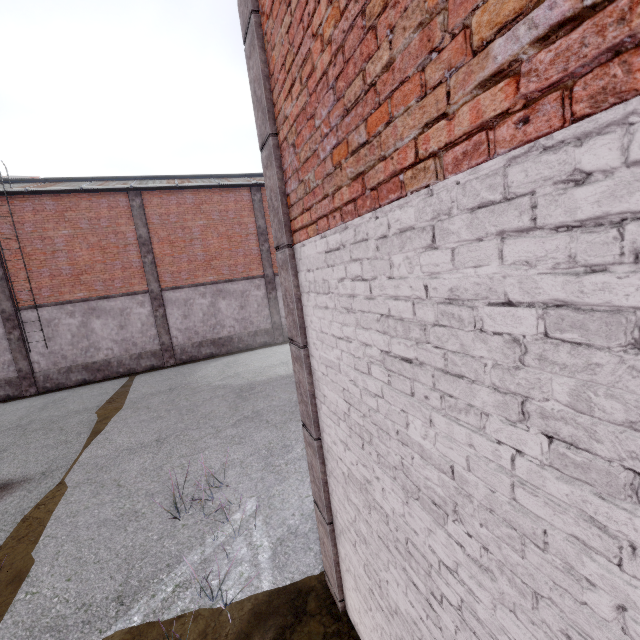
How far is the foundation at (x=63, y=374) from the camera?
15.1 meters

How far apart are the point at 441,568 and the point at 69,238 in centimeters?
1886cm

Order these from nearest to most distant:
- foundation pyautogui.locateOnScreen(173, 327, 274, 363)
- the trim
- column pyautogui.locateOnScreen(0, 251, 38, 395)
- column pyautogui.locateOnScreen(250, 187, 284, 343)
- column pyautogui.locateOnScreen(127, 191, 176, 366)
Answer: the trim
column pyautogui.locateOnScreen(0, 251, 38, 395)
column pyautogui.locateOnScreen(127, 191, 176, 366)
foundation pyautogui.locateOnScreen(173, 327, 274, 363)
column pyautogui.locateOnScreen(250, 187, 284, 343)

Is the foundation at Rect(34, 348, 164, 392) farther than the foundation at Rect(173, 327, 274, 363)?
No

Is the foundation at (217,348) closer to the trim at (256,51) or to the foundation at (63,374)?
the foundation at (63,374)

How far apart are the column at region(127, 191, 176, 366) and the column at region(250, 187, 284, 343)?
5.3m

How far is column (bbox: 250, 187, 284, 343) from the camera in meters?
17.8 m

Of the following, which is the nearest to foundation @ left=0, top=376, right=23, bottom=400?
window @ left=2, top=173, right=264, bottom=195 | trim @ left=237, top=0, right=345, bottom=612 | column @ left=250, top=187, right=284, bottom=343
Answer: window @ left=2, top=173, right=264, bottom=195
